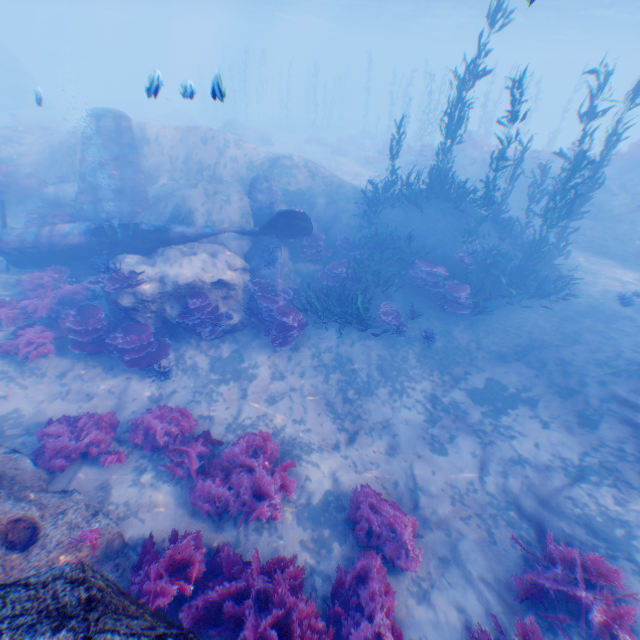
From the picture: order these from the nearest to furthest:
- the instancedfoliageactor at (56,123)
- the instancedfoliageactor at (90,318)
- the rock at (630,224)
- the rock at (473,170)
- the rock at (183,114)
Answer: the instancedfoliageactor at (90,318) < the rock at (630,224) < the rock at (473,170) < the instancedfoliageactor at (56,123) < the rock at (183,114)

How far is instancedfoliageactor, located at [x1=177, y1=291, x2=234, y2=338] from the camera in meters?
9.5 m

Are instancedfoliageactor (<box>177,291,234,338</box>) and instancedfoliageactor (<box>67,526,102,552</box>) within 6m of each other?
yes

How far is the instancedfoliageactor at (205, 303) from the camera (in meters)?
9.50

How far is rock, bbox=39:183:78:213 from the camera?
13.6m

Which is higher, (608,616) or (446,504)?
(608,616)

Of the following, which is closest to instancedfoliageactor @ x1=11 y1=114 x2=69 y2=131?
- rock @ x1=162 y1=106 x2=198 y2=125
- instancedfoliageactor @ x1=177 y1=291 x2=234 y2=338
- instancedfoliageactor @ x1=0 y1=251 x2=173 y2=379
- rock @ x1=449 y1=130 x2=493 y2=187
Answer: rock @ x1=162 y1=106 x2=198 y2=125

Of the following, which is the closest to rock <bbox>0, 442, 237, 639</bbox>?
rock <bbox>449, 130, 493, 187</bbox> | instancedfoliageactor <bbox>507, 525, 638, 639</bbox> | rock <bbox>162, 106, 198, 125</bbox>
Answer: instancedfoliageactor <bbox>507, 525, 638, 639</bbox>
